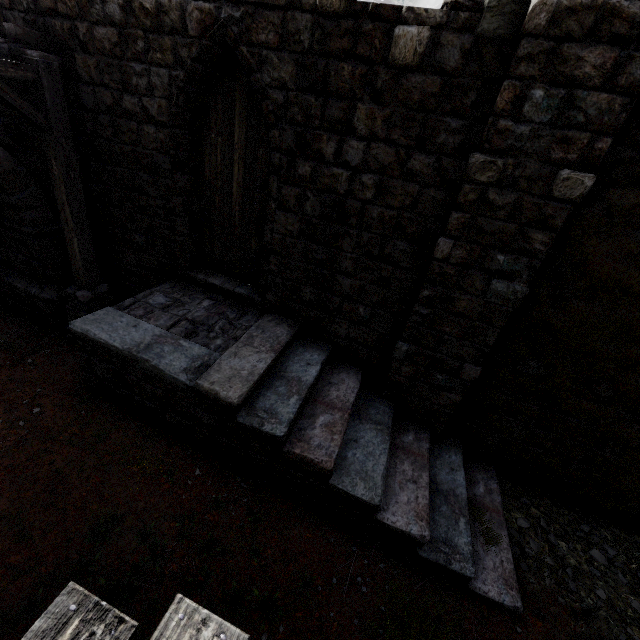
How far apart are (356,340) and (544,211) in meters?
3.4 m

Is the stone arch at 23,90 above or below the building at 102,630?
above

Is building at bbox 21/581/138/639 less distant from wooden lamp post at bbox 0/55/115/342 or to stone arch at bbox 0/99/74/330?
stone arch at bbox 0/99/74/330

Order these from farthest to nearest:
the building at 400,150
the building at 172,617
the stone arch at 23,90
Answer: the stone arch at 23,90, the building at 400,150, the building at 172,617

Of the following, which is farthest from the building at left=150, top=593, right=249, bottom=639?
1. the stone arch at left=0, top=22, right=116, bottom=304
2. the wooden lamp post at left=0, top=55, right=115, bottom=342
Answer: the wooden lamp post at left=0, top=55, right=115, bottom=342

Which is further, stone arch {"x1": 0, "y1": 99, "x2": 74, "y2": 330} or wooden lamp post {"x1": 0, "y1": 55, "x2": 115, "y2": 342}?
stone arch {"x1": 0, "y1": 99, "x2": 74, "y2": 330}

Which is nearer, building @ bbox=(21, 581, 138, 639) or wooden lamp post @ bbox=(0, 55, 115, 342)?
building @ bbox=(21, 581, 138, 639)
